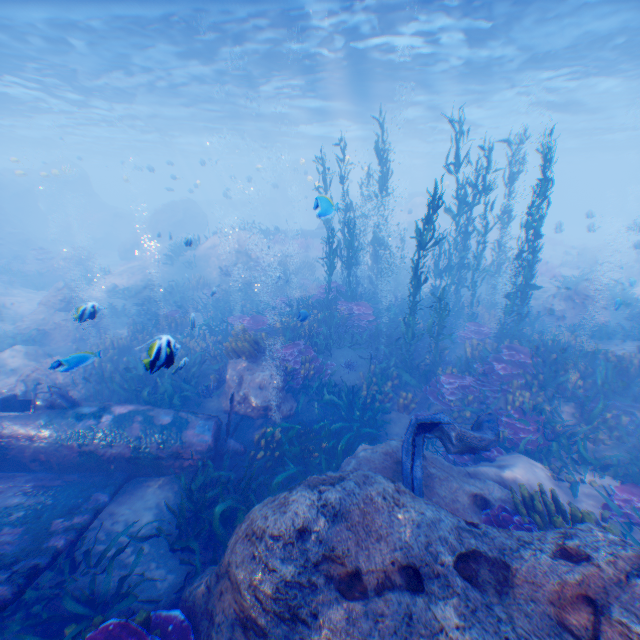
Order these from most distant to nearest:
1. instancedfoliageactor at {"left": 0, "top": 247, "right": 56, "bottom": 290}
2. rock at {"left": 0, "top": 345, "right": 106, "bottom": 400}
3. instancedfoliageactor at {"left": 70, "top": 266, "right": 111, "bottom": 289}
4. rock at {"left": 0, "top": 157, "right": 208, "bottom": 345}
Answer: instancedfoliageactor at {"left": 70, "top": 266, "right": 111, "bottom": 289} < instancedfoliageactor at {"left": 0, "top": 247, "right": 56, "bottom": 290} < rock at {"left": 0, "top": 157, "right": 208, "bottom": 345} < rock at {"left": 0, "top": 345, "right": 106, "bottom": 400}

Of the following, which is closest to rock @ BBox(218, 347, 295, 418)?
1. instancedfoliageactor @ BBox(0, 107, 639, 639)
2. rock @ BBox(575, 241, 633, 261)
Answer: instancedfoliageactor @ BBox(0, 107, 639, 639)

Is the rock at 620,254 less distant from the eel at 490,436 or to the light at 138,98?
the light at 138,98

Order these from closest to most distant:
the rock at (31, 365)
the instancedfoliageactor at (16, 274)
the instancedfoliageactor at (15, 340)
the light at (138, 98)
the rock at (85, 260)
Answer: the rock at (31, 365)
the instancedfoliageactor at (15, 340)
the light at (138, 98)
the rock at (85, 260)
the instancedfoliageactor at (16, 274)

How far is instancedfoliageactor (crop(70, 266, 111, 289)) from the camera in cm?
2041

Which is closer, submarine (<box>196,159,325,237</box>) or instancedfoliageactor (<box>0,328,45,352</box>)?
instancedfoliageactor (<box>0,328,45,352</box>)

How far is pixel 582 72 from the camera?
19.1m
